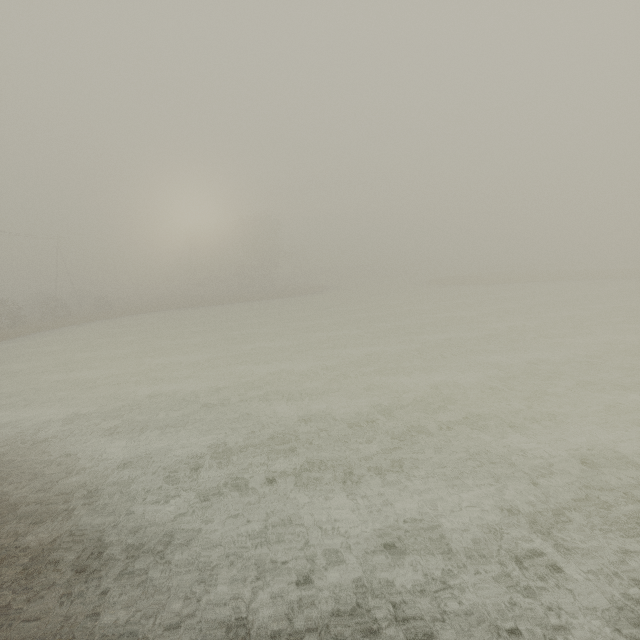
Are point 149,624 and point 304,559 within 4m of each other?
yes
